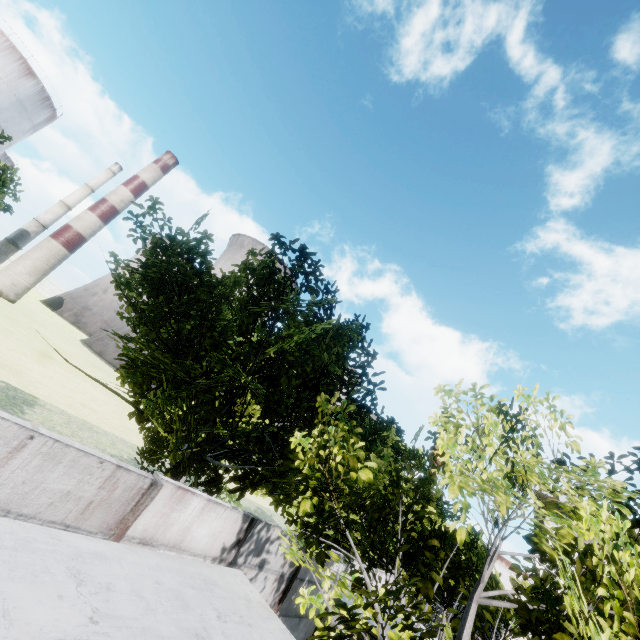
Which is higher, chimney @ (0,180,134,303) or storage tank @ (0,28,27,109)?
storage tank @ (0,28,27,109)

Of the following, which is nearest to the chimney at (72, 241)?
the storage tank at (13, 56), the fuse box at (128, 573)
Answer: the storage tank at (13, 56)

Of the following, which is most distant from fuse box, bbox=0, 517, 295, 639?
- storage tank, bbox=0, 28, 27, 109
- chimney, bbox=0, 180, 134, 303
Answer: storage tank, bbox=0, 28, 27, 109

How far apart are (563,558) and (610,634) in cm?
117

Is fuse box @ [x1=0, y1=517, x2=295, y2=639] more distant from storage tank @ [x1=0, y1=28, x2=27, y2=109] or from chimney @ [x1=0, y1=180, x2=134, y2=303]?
storage tank @ [x1=0, y1=28, x2=27, y2=109]

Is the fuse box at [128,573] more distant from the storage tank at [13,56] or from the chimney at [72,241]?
the storage tank at [13,56]
